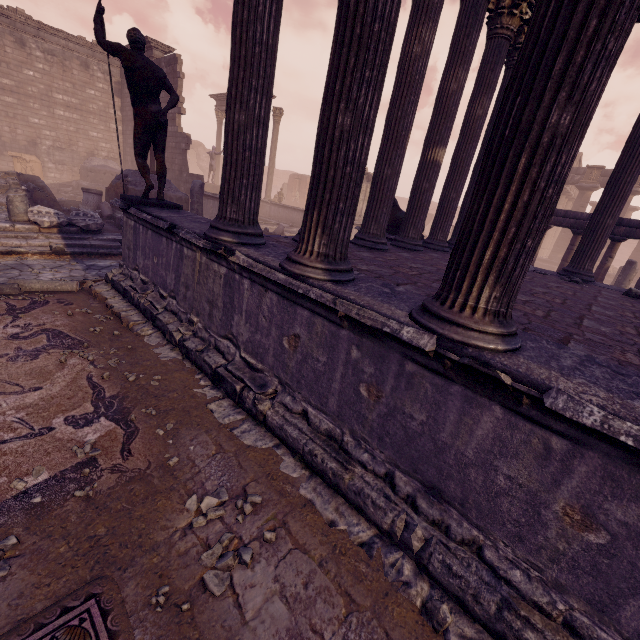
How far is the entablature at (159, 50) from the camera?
15.77m

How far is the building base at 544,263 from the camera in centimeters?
2412cm

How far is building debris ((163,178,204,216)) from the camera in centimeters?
1077cm

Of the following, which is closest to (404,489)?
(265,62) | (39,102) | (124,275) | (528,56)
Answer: (528,56)

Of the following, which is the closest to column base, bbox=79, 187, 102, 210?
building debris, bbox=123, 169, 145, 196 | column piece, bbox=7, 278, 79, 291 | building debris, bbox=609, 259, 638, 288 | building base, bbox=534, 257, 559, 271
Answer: building debris, bbox=123, 169, 145, 196

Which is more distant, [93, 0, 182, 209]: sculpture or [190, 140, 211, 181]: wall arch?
[190, 140, 211, 181]: wall arch

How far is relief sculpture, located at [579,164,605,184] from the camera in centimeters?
2178cm

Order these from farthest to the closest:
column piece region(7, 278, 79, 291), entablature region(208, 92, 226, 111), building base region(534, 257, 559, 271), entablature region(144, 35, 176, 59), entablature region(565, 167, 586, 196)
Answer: building base region(534, 257, 559, 271), entablature region(208, 92, 226, 111), entablature region(565, 167, 586, 196), entablature region(144, 35, 176, 59), column piece region(7, 278, 79, 291)
